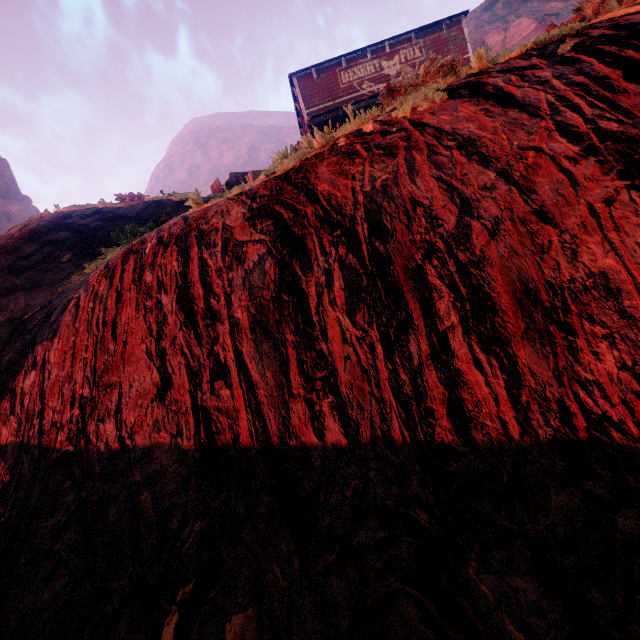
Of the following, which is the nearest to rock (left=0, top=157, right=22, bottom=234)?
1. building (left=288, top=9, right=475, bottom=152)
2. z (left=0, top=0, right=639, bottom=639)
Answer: z (left=0, top=0, right=639, bottom=639)

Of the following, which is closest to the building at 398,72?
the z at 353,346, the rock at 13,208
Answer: the z at 353,346

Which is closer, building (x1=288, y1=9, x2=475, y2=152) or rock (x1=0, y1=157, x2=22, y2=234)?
building (x1=288, y1=9, x2=475, y2=152)

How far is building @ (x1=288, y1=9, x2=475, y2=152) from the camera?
5.7 meters

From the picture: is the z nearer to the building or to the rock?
the building

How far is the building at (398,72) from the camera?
Answer: 5.71m

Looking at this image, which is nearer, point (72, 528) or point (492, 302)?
point (492, 302)

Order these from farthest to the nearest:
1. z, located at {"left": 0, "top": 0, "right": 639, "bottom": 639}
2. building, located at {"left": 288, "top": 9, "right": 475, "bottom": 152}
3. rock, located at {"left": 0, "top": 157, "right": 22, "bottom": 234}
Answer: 1. rock, located at {"left": 0, "top": 157, "right": 22, "bottom": 234}
2. building, located at {"left": 288, "top": 9, "right": 475, "bottom": 152}
3. z, located at {"left": 0, "top": 0, "right": 639, "bottom": 639}
